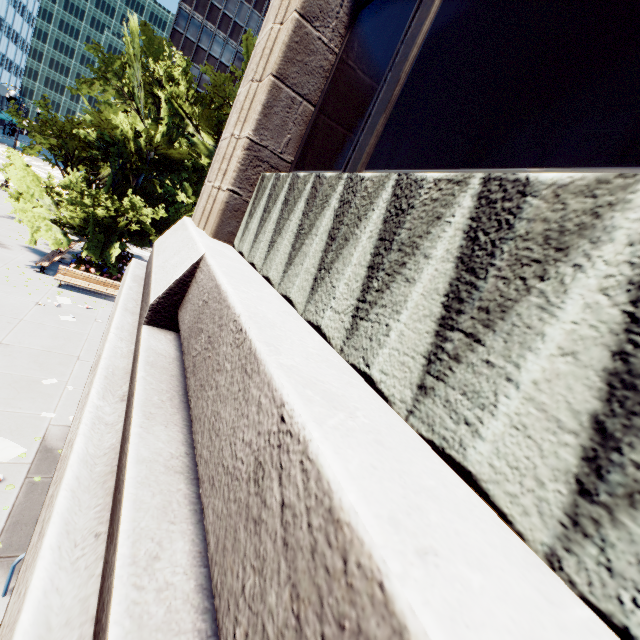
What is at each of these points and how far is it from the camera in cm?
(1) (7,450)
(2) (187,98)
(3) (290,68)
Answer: (1) instancedfoliageactor, 687
(2) tree, 1500
(3) building, 388

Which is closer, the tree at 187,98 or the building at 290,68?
the building at 290,68

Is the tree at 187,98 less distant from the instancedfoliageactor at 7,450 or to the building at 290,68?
the building at 290,68

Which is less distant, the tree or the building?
the building

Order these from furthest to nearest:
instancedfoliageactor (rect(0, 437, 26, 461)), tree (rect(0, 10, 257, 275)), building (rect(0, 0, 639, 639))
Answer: tree (rect(0, 10, 257, 275)), instancedfoliageactor (rect(0, 437, 26, 461)), building (rect(0, 0, 639, 639))

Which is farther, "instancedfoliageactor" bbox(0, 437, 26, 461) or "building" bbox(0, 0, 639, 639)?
"instancedfoliageactor" bbox(0, 437, 26, 461)

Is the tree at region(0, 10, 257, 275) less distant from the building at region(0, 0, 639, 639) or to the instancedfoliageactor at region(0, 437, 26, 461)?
the building at region(0, 0, 639, 639)

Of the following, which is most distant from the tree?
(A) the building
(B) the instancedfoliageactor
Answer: (B) the instancedfoliageactor
